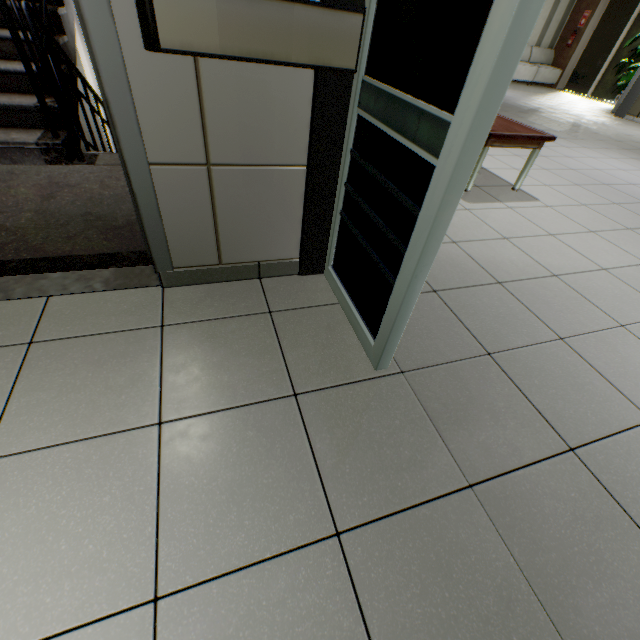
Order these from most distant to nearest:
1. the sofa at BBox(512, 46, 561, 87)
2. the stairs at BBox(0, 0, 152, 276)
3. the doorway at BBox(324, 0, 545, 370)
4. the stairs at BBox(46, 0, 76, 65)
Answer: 1. the sofa at BBox(512, 46, 561, 87)
2. the stairs at BBox(46, 0, 76, 65)
3. the stairs at BBox(0, 0, 152, 276)
4. the doorway at BBox(324, 0, 545, 370)

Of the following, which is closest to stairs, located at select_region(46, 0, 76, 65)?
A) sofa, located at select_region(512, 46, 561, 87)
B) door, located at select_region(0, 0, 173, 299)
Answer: door, located at select_region(0, 0, 173, 299)

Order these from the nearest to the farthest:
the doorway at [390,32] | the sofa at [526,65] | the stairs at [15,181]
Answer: the doorway at [390,32], the stairs at [15,181], the sofa at [526,65]

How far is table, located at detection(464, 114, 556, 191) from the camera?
2.88m

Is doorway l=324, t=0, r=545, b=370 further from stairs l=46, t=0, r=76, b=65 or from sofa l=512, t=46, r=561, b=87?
sofa l=512, t=46, r=561, b=87

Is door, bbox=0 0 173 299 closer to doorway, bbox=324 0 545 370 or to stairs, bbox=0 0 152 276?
stairs, bbox=0 0 152 276

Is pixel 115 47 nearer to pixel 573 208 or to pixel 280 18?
pixel 280 18

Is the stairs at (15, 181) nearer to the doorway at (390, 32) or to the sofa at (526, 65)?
the doorway at (390, 32)
